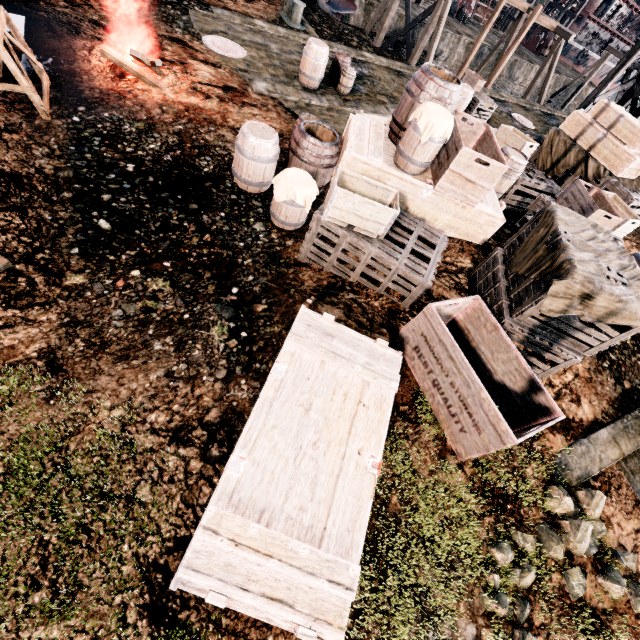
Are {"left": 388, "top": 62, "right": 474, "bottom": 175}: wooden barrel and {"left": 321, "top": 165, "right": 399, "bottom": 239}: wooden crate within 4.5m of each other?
yes

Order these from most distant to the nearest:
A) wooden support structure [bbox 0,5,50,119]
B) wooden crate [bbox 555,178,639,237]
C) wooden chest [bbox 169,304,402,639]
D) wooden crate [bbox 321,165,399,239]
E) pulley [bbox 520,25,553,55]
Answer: pulley [bbox 520,25,553,55] → wooden crate [bbox 555,178,639,237] → wooden support structure [bbox 0,5,50,119] → wooden crate [bbox 321,165,399,239] → wooden chest [bbox 169,304,402,639]

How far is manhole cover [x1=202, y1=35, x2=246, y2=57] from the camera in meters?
11.7 m

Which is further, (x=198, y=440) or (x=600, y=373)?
(x=600, y=373)

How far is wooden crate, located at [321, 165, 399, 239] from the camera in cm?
524

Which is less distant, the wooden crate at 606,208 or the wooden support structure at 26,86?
the wooden support structure at 26,86

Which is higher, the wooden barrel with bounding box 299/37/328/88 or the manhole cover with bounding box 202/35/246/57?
the wooden barrel with bounding box 299/37/328/88

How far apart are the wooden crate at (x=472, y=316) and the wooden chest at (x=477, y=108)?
15.9 meters
